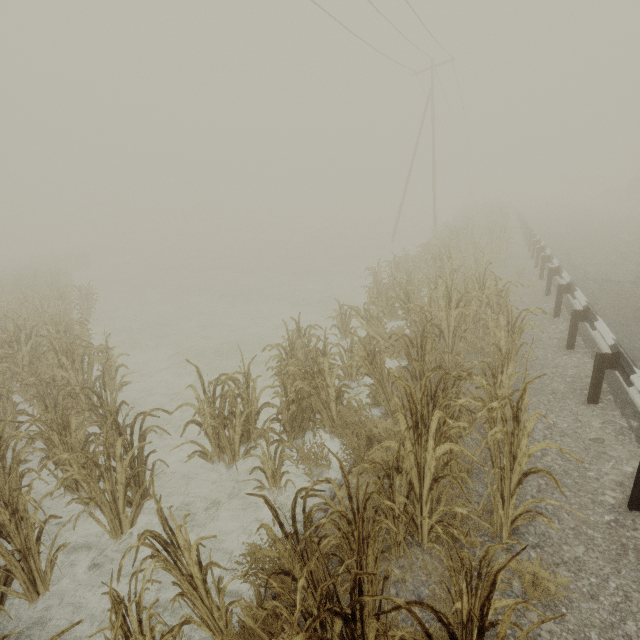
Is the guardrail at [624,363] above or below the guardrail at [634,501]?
above

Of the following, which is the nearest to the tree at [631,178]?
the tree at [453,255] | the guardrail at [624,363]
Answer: the guardrail at [624,363]

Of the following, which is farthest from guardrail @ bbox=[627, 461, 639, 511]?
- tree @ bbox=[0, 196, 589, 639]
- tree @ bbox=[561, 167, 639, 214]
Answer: tree @ bbox=[561, 167, 639, 214]

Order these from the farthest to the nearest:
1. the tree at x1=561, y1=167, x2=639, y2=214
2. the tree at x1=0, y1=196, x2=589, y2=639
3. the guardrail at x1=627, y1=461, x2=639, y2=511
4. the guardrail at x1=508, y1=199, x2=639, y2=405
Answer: the tree at x1=561, y1=167, x2=639, y2=214, the guardrail at x1=508, y1=199, x2=639, y2=405, the guardrail at x1=627, y1=461, x2=639, y2=511, the tree at x1=0, y1=196, x2=589, y2=639

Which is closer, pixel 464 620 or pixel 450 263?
pixel 464 620

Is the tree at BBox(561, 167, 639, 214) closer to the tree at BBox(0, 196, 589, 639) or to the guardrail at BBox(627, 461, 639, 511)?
the guardrail at BBox(627, 461, 639, 511)
